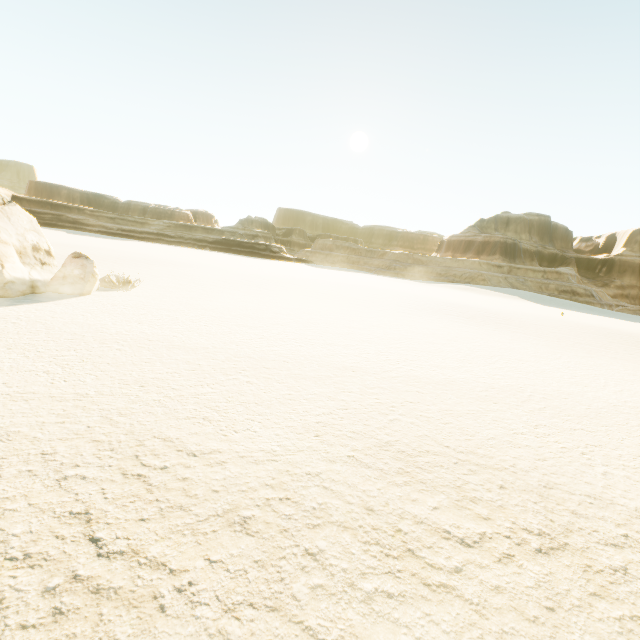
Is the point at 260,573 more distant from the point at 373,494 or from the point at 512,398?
the point at 512,398
